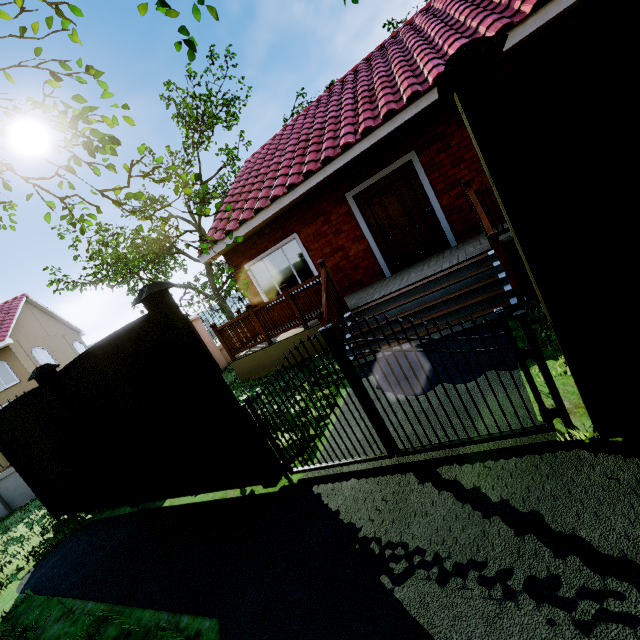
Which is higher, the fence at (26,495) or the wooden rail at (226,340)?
the wooden rail at (226,340)

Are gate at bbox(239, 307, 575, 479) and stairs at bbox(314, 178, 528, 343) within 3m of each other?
yes

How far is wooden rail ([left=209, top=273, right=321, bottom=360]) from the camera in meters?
6.9

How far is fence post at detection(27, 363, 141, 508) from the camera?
4.7 meters

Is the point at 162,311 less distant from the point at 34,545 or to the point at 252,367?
the point at 252,367

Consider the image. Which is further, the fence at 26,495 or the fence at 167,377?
the fence at 26,495

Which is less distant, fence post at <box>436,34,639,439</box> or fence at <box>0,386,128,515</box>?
fence post at <box>436,34,639,439</box>

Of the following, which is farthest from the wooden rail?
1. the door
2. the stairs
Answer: Result: the door
